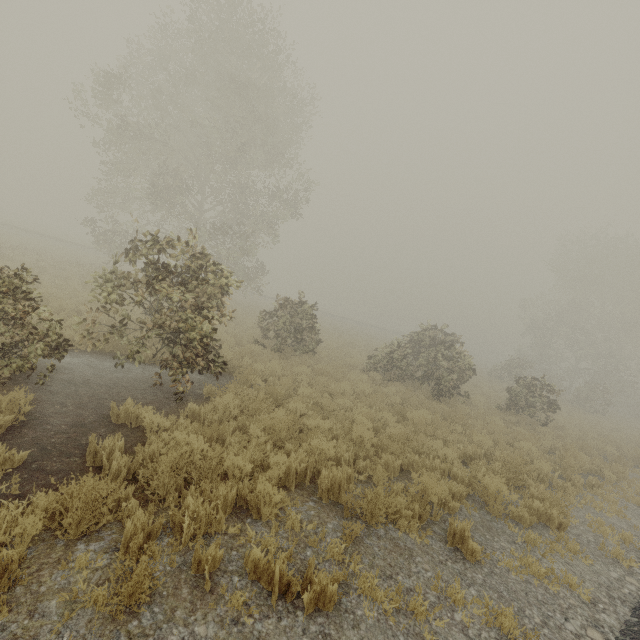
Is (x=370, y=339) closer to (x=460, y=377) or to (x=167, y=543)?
(x=460, y=377)

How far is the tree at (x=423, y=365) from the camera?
14.3m

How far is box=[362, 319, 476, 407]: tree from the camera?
14.34m
